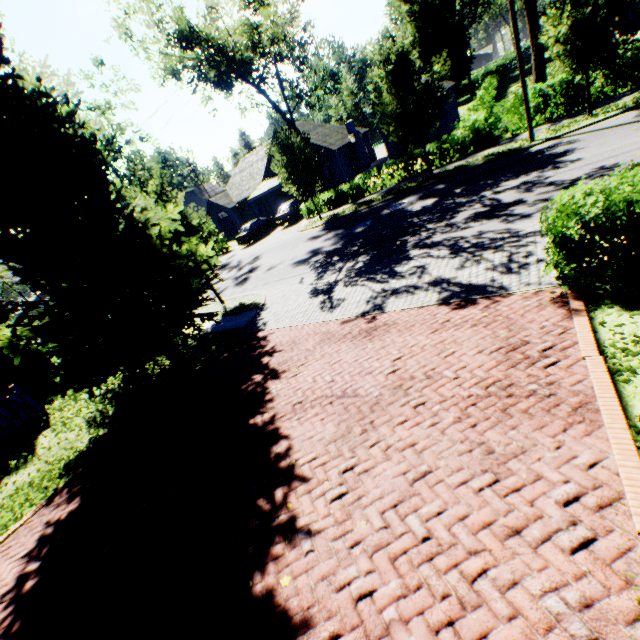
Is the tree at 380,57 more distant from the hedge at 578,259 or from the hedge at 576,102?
the hedge at 576,102

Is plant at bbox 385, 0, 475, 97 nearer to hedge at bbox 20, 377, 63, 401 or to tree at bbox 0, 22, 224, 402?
tree at bbox 0, 22, 224, 402

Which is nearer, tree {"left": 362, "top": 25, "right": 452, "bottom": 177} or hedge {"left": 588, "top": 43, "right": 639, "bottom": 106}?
hedge {"left": 588, "top": 43, "right": 639, "bottom": 106}

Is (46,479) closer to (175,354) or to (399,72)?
(175,354)

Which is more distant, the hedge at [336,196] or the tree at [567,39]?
the hedge at [336,196]

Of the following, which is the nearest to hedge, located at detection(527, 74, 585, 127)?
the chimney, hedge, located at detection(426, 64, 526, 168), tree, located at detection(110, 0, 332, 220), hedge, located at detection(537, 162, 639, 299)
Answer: tree, located at detection(110, 0, 332, 220)

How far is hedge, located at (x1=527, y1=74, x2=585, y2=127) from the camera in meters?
15.7 m

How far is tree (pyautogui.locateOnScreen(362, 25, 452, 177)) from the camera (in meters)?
15.50
